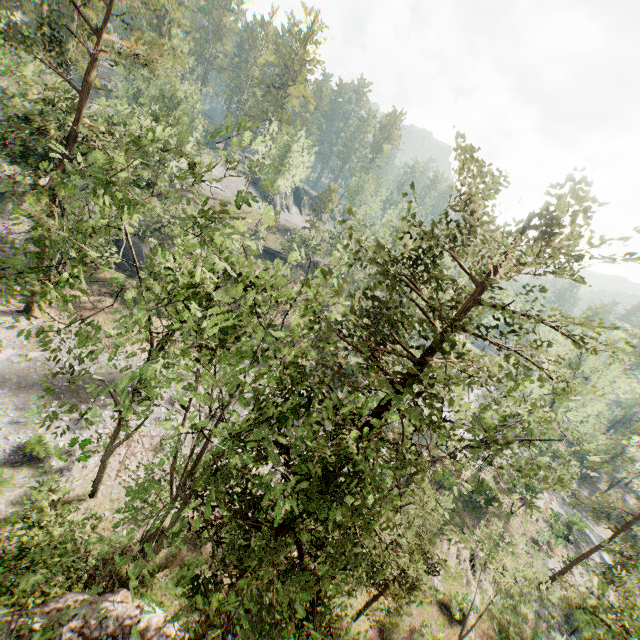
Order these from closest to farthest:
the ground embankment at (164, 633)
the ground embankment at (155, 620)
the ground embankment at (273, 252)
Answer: the ground embankment at (155, 620), the ground embankment at (164, 633), the ground embankment at (273, 252)

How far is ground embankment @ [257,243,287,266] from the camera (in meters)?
56.47

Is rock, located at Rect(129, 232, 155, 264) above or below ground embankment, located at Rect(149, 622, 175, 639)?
above

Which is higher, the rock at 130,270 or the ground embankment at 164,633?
the ground embankment at 164,633

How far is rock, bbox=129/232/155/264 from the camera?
37.16m

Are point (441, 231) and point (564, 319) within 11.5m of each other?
yes

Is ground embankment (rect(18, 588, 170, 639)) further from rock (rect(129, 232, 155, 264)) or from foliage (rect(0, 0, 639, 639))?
rock (rect(129, 232, 155, 264))

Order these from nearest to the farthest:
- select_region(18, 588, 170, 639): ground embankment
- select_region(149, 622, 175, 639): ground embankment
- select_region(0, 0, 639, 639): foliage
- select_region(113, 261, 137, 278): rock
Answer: select_region(0, 0, 639, 639): foliage
select_region(18, 588, 170, 639): ground embankment
select_region(149, 622, 175, 639): ground embankment
select_region(113, 261, 137, 278): rock
